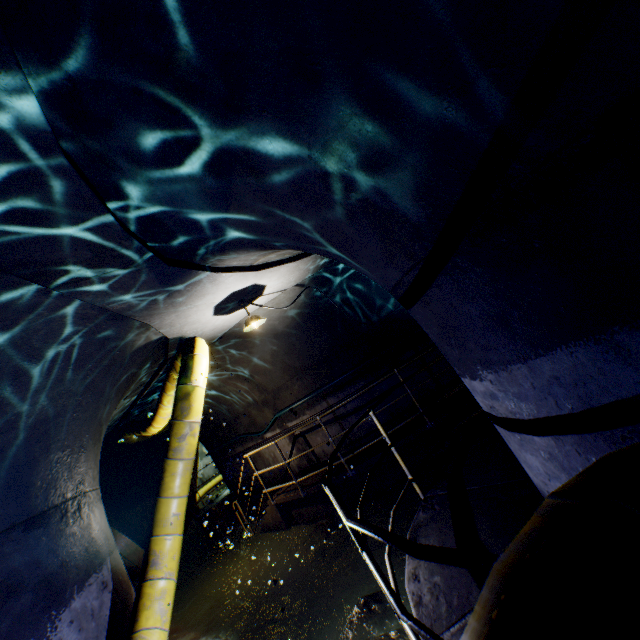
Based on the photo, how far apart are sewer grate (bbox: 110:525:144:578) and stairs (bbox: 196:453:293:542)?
2.1m

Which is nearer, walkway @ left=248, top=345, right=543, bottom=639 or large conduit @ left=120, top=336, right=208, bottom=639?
walkway @ left=248, top=345, right=543, bottom=639

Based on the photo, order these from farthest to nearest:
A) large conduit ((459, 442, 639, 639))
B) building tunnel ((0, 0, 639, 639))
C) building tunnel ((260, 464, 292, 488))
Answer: building tunnel ((260, 464, 292, 488)) → building tunnel ((0, 0, 639, 639)) → large conduit ((459, 442, 639, 639))

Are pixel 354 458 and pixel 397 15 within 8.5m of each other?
yes

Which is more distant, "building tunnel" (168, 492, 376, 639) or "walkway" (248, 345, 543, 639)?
"building tunnel" (168, 492, 376, 639)

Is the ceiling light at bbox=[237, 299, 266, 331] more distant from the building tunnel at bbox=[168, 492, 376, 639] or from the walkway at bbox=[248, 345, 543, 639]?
A: the walkway at bbox=[248, 345, 543, 639]

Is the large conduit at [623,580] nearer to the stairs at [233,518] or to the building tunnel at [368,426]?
the building tunnel at [368,426]

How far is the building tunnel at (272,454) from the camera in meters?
9.6 m
